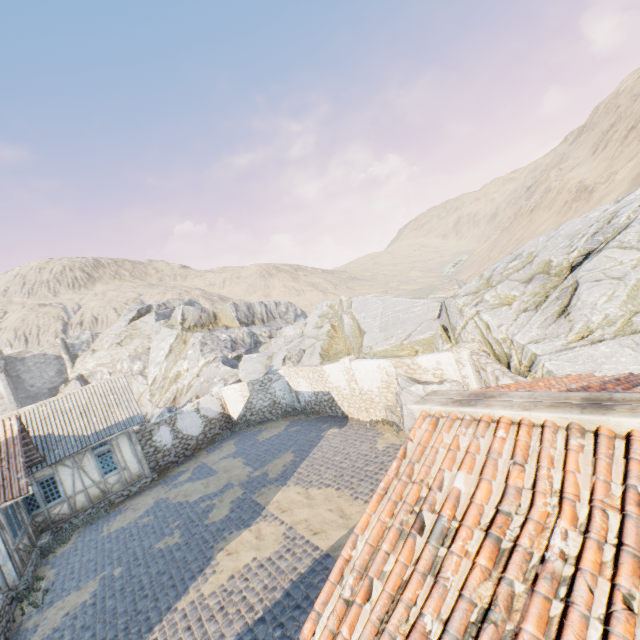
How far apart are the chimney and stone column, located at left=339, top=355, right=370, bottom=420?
46.3m

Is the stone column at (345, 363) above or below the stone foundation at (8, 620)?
Answer: above

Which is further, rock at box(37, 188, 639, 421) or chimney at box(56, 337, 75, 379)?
chimney at box(56, 337, 75, 379)

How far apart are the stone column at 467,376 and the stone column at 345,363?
5.6 meters

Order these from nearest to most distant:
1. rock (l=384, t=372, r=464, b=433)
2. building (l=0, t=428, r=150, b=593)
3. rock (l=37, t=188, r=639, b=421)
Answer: rock (l=37, t=188, r=639, b=421), rock (l=384, t=372, r=464, b=433), building (l=0, t=428, r=150, b=593)

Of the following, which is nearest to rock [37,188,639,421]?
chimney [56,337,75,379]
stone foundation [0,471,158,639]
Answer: chimney [56,337,75,379]

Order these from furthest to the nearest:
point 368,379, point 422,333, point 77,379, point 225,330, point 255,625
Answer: point 77,379 < point 225,330 < point 422,333 < point 368,379 < point 255,625

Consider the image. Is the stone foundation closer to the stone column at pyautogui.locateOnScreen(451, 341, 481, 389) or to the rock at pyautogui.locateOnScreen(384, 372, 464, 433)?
the rock at pyautogui.locateOnScreen(384, 372, 464, 433)
